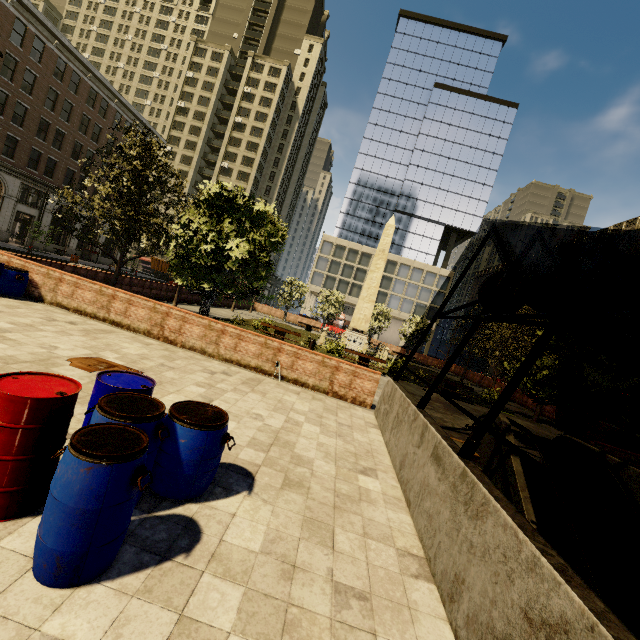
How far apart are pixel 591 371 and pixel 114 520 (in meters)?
12.15

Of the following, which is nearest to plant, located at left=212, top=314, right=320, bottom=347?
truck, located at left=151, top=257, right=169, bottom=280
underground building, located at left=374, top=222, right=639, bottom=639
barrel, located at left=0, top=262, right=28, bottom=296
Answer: underground building, located at left=374, top=222, right=639, bottom=639

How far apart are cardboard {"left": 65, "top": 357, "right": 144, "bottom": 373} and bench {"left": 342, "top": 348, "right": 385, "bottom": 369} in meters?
13.0 m

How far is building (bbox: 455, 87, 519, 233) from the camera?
59.5m

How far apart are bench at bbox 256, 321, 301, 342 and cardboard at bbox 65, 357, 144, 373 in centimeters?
1213cm

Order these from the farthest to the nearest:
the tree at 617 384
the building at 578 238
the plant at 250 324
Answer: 1. the building at 578 238
2. the plant at 250 324
3. the tree at 617 384

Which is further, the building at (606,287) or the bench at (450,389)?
the building at (606,287)

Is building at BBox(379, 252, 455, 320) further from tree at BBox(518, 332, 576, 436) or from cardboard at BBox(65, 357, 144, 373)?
cardboard at BBox(65, 357, 144, 373)
